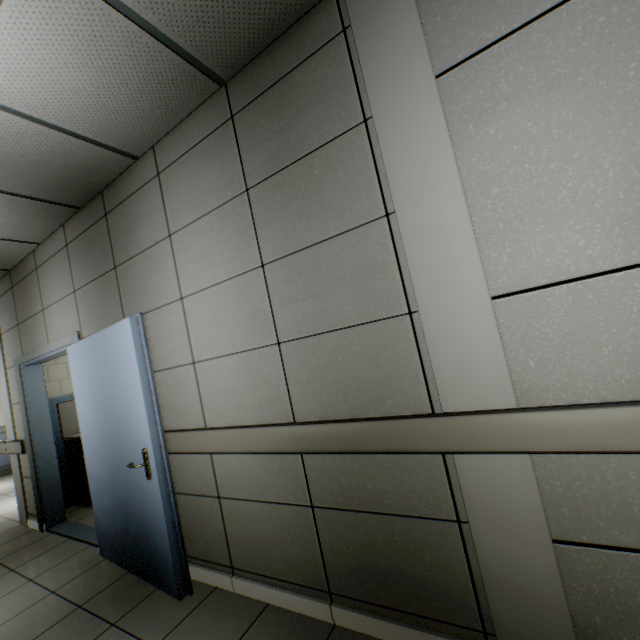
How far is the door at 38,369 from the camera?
2.30m

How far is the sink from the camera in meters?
4.5 m

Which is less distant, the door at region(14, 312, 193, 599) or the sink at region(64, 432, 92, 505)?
the door at region(14, 312, 193, 599)

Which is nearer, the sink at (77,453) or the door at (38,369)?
the door at (38,369)

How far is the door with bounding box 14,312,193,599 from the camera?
2.3m

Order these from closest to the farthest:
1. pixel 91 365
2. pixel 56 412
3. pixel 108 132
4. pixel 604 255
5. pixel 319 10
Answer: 1. pixel 604 255
2. pixel 319 10
3. pixel 108 132
4. pixel 91 365
5. pixel 56 412
